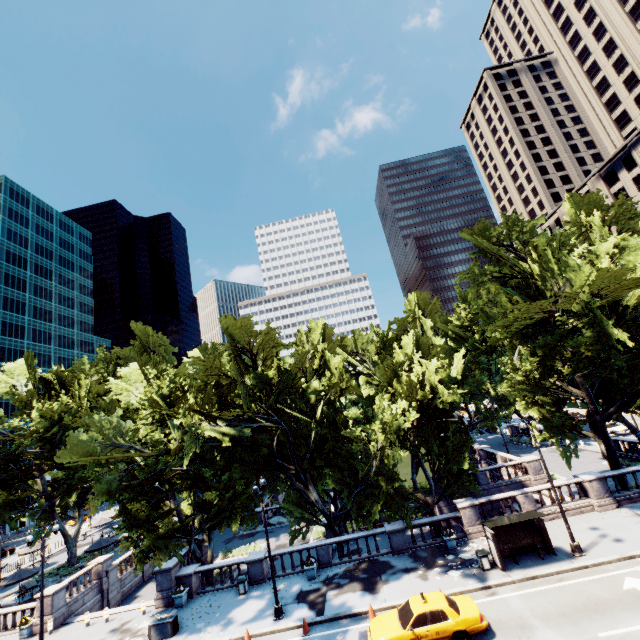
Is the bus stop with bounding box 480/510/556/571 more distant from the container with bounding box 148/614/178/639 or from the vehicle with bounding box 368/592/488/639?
the container with bounding box 148/614/178/639

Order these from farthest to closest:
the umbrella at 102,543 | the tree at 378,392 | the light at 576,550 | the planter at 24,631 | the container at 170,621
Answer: the umbrella at 102,543
the planter at 24,631
the tree at 378,392
the container at 170,621
the light at 576,550

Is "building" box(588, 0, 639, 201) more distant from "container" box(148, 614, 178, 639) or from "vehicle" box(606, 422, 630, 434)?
"container" box(148, 614, 178, 639)

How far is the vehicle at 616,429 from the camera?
39.84m

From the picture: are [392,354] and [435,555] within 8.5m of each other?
no

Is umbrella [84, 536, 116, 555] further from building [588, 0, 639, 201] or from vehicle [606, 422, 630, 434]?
building [588, 0, 639, 201]

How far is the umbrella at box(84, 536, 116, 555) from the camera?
33.25m

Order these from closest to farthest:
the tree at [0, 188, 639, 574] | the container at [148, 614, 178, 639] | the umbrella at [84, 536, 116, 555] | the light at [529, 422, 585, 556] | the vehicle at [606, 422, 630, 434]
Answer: the light at [529, 422, 585, 556] < the container at [148, 614, 178, 639] < the tree at [0, 188, 639, 574] < the umbrella at [84, 536, 116, 555] < the vehicle at [606, 422, 630, 434]
